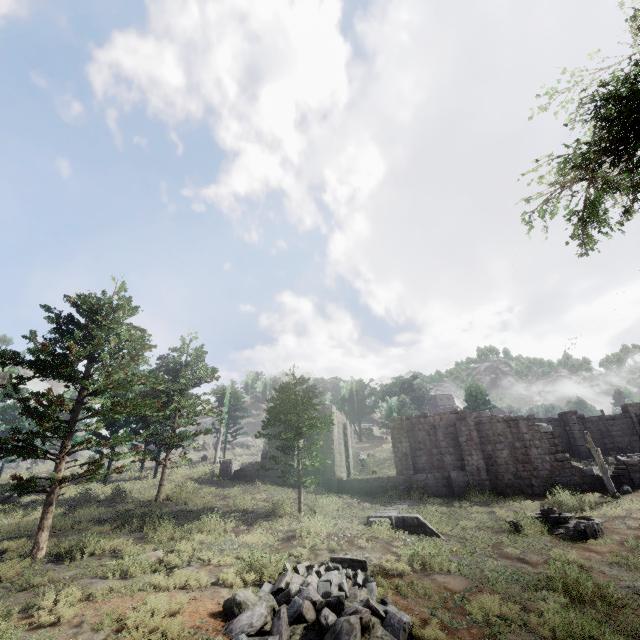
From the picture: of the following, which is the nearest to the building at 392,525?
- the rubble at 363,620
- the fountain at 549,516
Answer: the fountain at 549,516

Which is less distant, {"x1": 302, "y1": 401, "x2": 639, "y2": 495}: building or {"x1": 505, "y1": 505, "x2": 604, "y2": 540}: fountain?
{"x1": 505, "y1": 505, "x2": 604, "y2": 540}: fountain

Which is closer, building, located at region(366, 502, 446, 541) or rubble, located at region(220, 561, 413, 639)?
rubble, located at region(220, 561, 413, 639)

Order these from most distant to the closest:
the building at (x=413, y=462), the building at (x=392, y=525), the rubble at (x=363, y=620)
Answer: the building at (x=413, y=462), the building at (x=392, y=525), the rubble at (x=363, y=620)

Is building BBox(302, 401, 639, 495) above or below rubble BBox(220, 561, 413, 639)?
above

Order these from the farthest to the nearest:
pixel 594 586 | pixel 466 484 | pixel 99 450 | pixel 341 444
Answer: pixel 341 444, pixel 99 450, pixel 466 484, pixel 594 586
